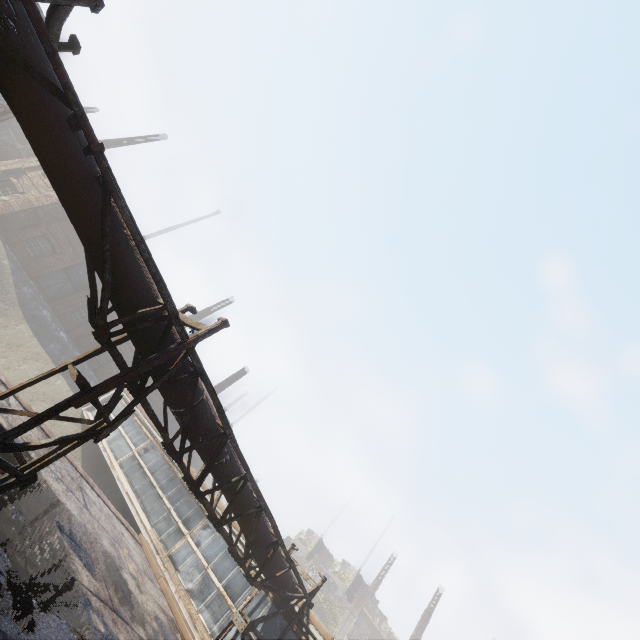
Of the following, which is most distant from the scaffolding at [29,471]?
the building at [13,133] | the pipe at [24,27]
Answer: the building at [13,133]

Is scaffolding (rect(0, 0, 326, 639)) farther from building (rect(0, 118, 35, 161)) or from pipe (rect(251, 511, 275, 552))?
building (rect(0, 118, 35, 161))

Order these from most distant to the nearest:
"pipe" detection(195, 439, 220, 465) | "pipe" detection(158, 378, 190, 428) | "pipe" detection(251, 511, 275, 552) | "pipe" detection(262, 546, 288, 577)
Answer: "pipe" detection(262, 546, 288, 577) → "pipe" detection(251, 511, 275, 552) → "pipe" detection(195, 439, 220, 465) → "pipe" detection(158, 378, 190, 428)

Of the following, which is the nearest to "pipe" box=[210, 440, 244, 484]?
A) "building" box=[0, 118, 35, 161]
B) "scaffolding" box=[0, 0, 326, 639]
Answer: "scaffolding" box=[0, 0, 326, 639]

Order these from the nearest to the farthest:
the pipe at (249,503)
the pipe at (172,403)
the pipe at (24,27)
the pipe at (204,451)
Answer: the pipe at (24,27)
the pipe at (172,403)
the pipe at (204,451)
the pipe at (249,503)

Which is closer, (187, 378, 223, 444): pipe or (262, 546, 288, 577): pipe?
(187, 378, 223, 444): pipe

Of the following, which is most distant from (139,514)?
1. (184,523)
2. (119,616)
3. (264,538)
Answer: (119,616)

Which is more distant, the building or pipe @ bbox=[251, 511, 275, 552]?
the building
